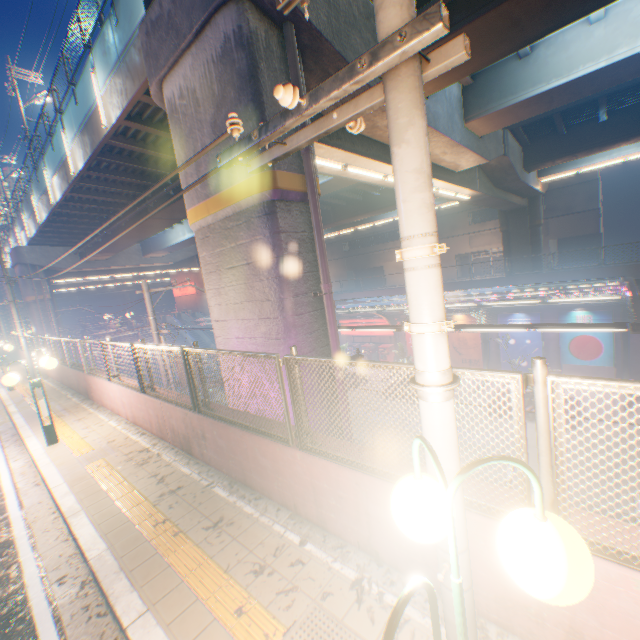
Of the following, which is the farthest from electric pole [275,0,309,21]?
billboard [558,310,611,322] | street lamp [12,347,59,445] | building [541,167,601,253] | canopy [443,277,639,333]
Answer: building [541,167,601,253]

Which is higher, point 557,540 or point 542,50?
point 542,50

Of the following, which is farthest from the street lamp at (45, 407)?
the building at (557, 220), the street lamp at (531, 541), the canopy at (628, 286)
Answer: the building at (557, 220)

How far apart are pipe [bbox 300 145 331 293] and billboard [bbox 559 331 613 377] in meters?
20.3

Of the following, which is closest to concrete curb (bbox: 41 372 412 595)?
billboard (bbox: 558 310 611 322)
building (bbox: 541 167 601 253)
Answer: billboard (bbox: 558 310 611 322)

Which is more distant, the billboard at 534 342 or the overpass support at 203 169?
the billboard at 534 342

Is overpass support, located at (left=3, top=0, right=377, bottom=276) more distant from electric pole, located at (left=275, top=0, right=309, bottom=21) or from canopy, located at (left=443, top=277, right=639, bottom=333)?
canopy, located at (left=443, top=277, right=639, bottom=333)

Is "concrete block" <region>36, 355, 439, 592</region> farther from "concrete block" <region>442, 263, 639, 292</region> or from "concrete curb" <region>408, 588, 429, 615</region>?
"concrete block" <region>442, 263, 639, 292</region>
